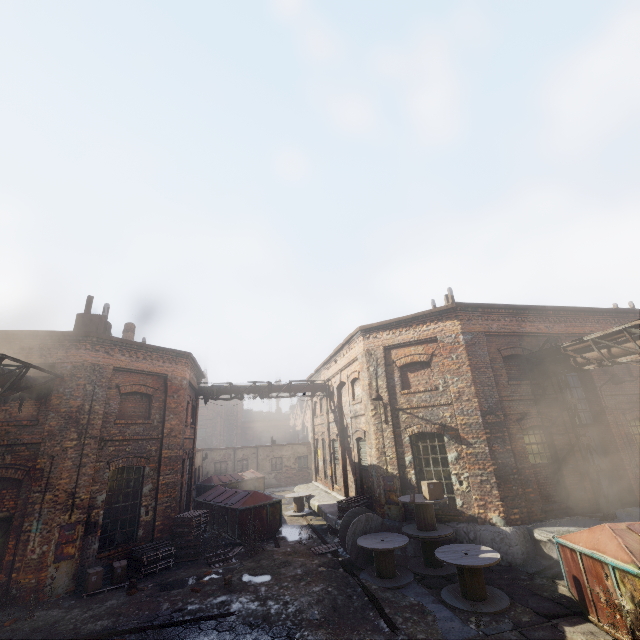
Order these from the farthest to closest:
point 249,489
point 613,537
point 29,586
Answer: point 249,489 < point 29,586 < point 613,537

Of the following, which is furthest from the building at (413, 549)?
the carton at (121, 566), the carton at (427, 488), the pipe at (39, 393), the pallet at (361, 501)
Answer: the pipe at (39, 393)

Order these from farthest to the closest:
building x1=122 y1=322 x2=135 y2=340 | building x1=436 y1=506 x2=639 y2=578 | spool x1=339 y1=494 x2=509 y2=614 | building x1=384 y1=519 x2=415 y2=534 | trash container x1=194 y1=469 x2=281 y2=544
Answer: building x1=122 y1=322 x2=135 y2=340 < trash container x1=194 y1=469 x2=281 y2=544 < building x1=384 y1=519 x2=415 y2=534 < building x1=436 y1=506 x2=639 y2=578 < spool x1=339 y1=494 x2=509 y2=614

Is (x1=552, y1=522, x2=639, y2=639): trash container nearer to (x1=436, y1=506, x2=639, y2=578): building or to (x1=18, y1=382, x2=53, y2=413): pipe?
(x1=436, y1=506, x2=639, y2=578): building

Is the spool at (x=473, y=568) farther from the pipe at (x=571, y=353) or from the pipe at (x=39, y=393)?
the pipe at (x=39, y=393)

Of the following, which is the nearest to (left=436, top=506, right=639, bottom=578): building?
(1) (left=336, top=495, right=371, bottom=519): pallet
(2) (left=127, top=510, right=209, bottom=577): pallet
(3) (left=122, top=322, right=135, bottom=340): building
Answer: (1) (left=336, top=495, right=371, bottom=519): pallet

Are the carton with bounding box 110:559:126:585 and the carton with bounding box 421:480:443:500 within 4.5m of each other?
no

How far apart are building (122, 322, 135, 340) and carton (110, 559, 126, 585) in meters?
9.8 m
